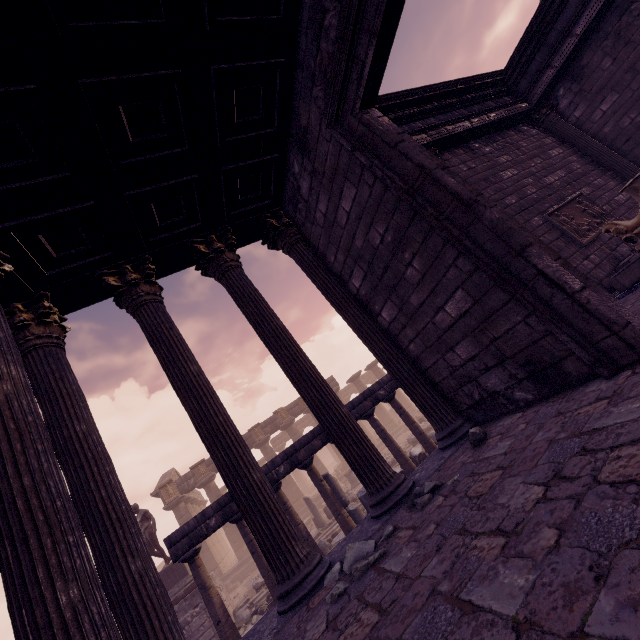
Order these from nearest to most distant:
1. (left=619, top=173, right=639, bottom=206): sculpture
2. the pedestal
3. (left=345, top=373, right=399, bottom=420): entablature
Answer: (left=619, top=173, right=639, bottom=206): sculpture < (left=345, top=373, right=399, bottom=420): entablature < the pedestal

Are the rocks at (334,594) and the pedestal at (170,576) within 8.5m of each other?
no

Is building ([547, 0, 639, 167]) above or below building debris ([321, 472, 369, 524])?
above

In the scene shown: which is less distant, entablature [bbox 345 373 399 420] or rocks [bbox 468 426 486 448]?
rocks [bbox 468 426 486 448]

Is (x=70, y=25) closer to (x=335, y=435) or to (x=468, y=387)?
(x=335, y=435)

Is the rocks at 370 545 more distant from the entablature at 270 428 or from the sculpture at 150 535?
the entablature at 270 428

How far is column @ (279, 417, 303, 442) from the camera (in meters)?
24.45

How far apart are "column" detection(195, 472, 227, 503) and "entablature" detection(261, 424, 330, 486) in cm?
1549
